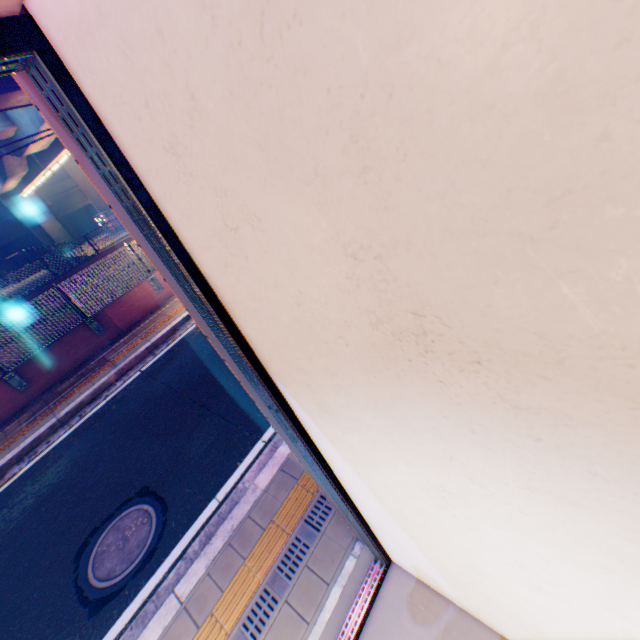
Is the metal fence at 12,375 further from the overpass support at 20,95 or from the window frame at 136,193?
the window frame at 136,193

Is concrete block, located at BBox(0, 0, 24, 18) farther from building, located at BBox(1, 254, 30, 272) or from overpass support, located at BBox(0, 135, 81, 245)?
building, located at BBox(1, 254, 30, 272)

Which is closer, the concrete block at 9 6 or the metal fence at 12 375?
the concrete block at 9 6

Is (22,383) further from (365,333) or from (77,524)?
(365,333)

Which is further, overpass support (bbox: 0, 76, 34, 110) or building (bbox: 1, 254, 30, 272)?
building (bbox: 1, 254, 30, 272)

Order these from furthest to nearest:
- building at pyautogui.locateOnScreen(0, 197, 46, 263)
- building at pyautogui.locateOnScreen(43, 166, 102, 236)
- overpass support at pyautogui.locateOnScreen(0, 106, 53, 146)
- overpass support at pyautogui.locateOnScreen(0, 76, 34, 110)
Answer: building at pyautogui.locateOnScreen(43, 166, 102, 236), building at pyautogui.locateOnScreen(0, 197, 46, 263), overpass support at pyautogui.locateOnScreen(0, 106, 53, 146), overpass support at pyautogui.locateOnScreen(0, 76, 34, 110)

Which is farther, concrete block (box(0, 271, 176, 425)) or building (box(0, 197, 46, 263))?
building (box(0, 197, 46, 263))

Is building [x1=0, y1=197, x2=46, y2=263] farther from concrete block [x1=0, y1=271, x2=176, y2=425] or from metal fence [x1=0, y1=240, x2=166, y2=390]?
concrete block [x1=0, y1=271, x2=176, y2=425]
